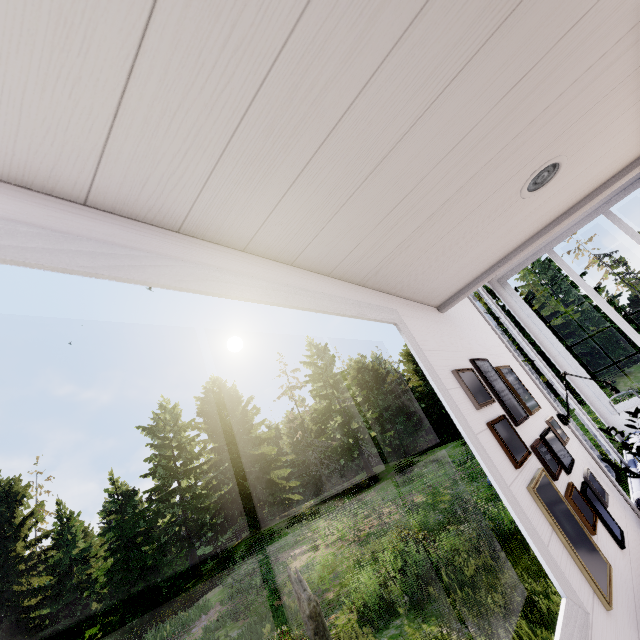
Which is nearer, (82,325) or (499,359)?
(499,359)

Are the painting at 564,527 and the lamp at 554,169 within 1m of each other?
no

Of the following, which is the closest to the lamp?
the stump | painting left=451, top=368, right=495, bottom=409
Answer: painting left=451, top=368, right=495, bottom=409

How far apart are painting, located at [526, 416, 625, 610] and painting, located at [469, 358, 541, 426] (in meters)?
0.38

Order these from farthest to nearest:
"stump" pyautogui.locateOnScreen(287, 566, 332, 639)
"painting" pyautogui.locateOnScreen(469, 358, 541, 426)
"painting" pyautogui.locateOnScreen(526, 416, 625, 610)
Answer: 1. "stump" pyautogui.locateOnScreen(287, 566, 332, 639)
2. "painting" pyautogui.locateOnScreen(469, 358, 541, 426)
3. "painting" pyautogui.locateOnScreen(526, 416, 625, 610)

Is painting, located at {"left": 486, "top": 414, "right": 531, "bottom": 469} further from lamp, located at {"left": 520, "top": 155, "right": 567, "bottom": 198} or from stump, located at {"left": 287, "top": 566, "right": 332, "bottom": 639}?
stump, located at {"left": 287, "top": 566, "right": 332, "bottom": 639}

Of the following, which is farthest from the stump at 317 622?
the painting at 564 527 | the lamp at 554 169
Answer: the lamp at 554 169

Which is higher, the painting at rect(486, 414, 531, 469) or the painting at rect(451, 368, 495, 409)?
→ the painting at rect(451, 368, 495, 409)
